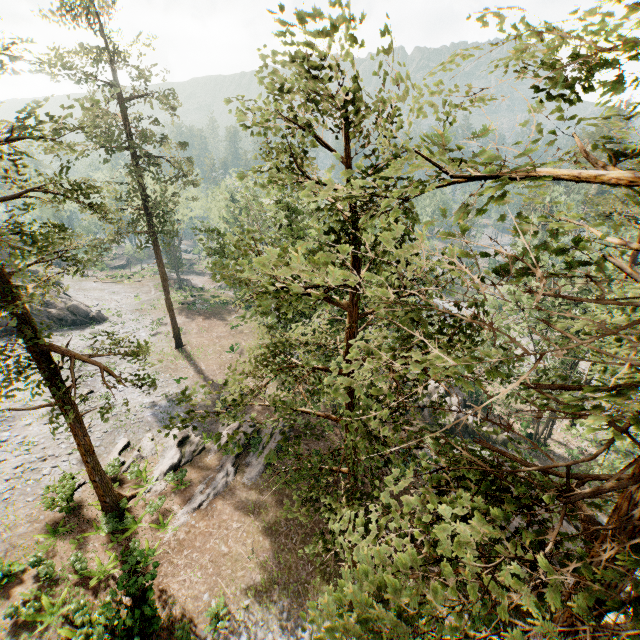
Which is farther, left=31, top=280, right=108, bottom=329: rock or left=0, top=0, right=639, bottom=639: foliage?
left=31, top=280, right=108, bottom=329: rock

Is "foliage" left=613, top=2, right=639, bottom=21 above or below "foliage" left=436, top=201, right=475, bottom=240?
above

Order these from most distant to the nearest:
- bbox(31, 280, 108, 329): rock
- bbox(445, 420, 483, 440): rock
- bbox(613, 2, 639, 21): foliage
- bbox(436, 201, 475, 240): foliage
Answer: bbox(31, 280, 108, 329): rock → bbox(445, 420, 483, 440): rock → bbox(436, 201, 475, 240): foliage → bbox(613, 2, 639, 21): foliage

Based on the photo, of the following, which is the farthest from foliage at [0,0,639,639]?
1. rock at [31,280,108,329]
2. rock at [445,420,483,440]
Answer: rock at [445,420,483,440]

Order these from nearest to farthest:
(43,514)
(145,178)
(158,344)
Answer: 1. (43,514)
2. (158,344)
3. (145,178)

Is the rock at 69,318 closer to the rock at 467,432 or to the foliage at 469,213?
the foliage at 469,213
